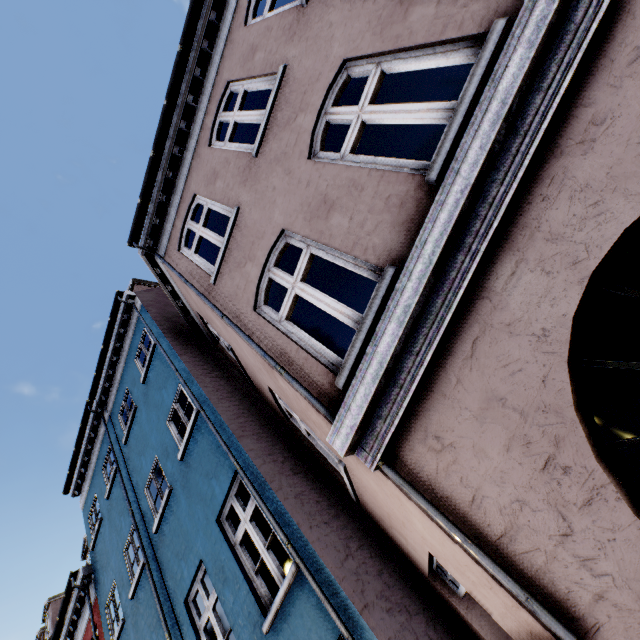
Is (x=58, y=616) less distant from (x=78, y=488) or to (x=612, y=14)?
(x=78, y=488)
